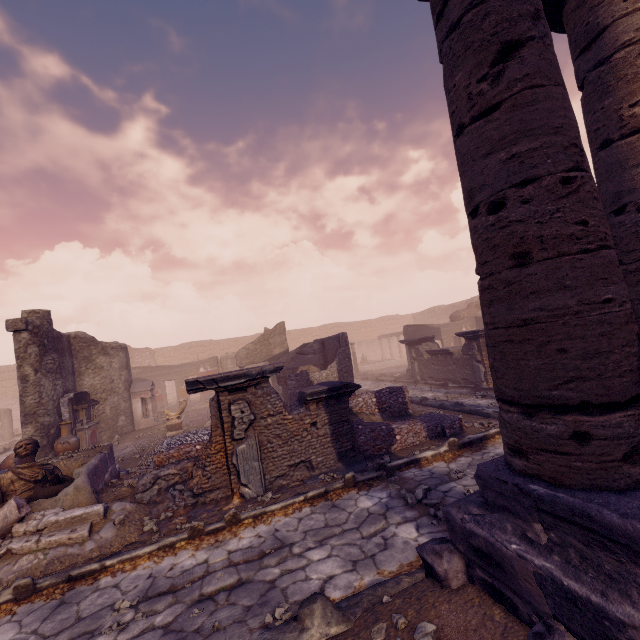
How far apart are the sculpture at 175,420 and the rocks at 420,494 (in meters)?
9.97

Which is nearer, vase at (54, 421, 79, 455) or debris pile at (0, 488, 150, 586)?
debris pile at (0, 488, 150, 586)

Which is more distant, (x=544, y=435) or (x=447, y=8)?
(x=447, y=8)

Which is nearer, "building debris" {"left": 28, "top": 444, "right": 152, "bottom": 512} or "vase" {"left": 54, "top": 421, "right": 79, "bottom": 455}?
"building debris" {"left": 28, "top": 444, "right": 152, "bottom": 512}

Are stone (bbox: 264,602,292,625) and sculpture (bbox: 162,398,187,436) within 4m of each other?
no

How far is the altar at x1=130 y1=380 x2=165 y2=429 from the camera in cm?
1470

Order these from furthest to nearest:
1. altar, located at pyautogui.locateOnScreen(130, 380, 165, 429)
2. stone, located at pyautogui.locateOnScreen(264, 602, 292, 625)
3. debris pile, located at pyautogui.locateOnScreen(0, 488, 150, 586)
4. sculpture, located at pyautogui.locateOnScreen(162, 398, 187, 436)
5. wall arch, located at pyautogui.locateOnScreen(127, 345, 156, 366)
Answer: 1. wall arch, located at pyautogui.locateOnScreen(127, 345, 156, 366)
2. altar, located at pyautogui.locateOnScreen(130, 380, 165, 429)
3. sculpture, located at pyautogui.locateOnScreen(162, 398, 187, 436)
4. debris pile, located at pyautogui.locateOnScreen(0, 488, 150, 586)
5. stone, located at pyautogui.locateOnScreen(264, 602, 292, 625)

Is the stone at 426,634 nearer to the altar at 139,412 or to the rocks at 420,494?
the rocks at 420,494
